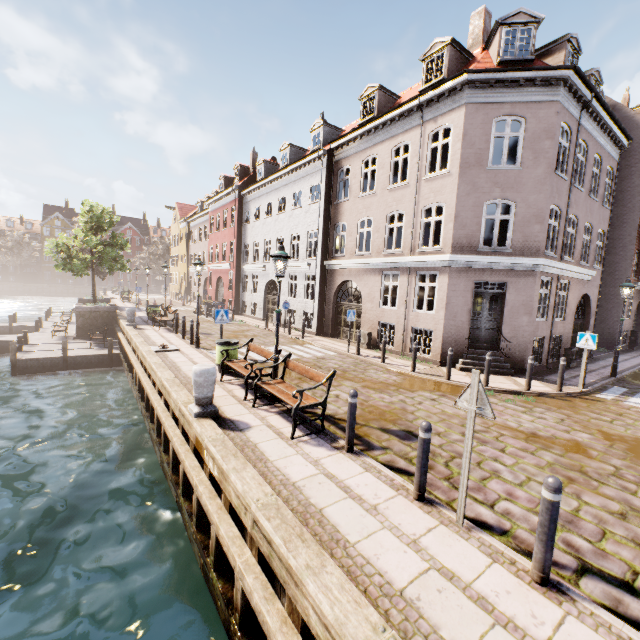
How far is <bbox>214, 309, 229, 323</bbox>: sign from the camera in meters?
10.9

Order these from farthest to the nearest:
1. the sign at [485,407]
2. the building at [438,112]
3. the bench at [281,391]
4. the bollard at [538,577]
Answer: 1. the building at [438,112]
2. the bench at [281,391]
3. the sign at [485,407]
4. the bollard at [538,577]

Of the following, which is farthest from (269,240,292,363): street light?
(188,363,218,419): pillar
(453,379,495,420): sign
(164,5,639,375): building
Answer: (164,5,639,375): building

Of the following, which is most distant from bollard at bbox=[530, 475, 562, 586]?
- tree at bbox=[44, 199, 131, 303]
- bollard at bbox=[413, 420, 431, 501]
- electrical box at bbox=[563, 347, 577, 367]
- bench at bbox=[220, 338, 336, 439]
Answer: tree at bbox=[44, 199, 131, 303]

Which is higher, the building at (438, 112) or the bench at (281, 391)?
the building at (438, 112)

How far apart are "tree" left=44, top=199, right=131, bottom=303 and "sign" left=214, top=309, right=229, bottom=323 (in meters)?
16.33

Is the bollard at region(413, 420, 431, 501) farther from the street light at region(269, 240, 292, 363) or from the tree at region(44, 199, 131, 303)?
the tree at region(44, 199, 131, 303)

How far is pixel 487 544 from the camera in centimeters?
376cm
